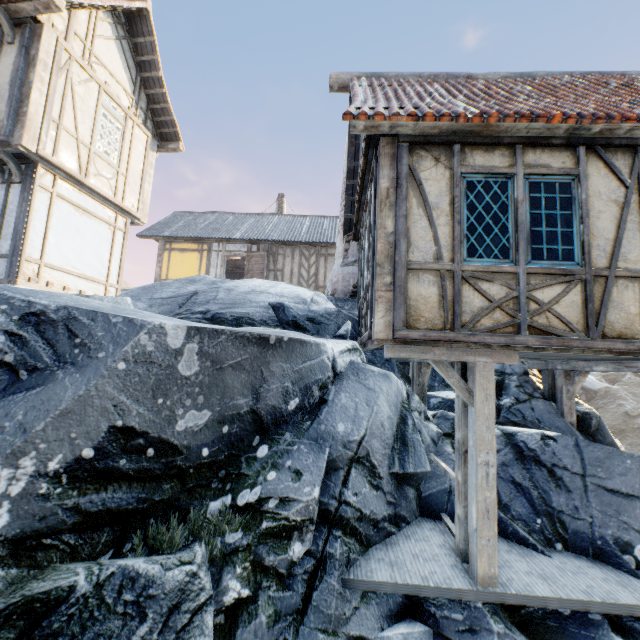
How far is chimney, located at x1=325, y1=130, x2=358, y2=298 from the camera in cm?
850

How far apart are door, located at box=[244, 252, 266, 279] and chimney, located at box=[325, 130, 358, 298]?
7.2 meters

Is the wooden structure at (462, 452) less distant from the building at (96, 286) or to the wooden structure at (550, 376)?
the wooden structure at (550, 376)

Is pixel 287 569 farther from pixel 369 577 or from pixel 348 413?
pixel 348 413

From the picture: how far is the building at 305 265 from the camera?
17.0m

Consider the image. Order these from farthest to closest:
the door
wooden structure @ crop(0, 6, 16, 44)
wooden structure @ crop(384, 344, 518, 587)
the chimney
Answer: the door < the chimney < wooden structure @ crop(0, 6, 16, 44) < wooden structure @ crop(384, 344, 518, 587)

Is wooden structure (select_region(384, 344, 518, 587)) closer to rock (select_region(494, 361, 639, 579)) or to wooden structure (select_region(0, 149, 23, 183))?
rock (select_region(494, 361, 639, 579))

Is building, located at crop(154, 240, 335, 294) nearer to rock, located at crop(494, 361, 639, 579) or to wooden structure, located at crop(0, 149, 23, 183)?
rock, located at crop(494, 361, 639, 579)
